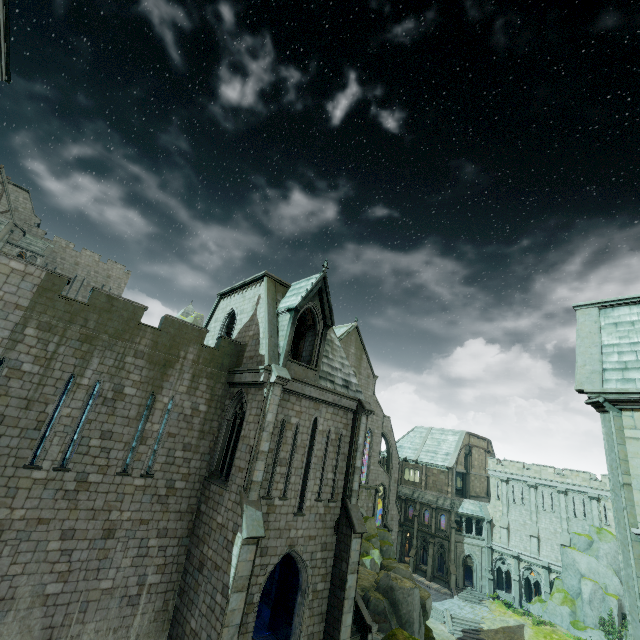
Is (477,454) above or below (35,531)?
above

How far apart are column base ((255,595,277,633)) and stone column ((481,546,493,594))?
37.1 meters

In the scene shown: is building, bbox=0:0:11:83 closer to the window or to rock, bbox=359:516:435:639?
rock, bbox=359:516:435:639

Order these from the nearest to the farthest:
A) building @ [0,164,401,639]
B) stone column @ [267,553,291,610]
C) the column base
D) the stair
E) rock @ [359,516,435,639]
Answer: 1. building @ [0,164,401,639]
2. the column base
3. stone column @ [267,553,291,610]
4. rock @ [359,516,435,639]
5. the stair

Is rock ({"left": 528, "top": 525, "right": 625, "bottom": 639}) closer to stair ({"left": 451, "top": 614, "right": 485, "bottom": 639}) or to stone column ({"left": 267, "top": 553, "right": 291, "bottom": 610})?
stair ({"left": 451, "top": 614, "right": 485, "bottom": 639})

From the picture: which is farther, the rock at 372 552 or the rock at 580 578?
the rock at 580 578

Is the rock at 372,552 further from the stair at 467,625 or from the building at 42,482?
the stair at 467,625

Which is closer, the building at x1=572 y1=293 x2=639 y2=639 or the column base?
the building at x1=572 y1=293 x2=639 y2=639
